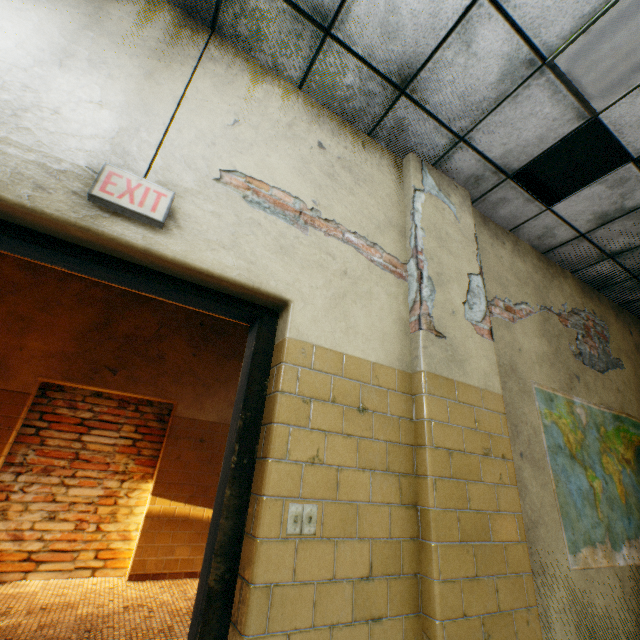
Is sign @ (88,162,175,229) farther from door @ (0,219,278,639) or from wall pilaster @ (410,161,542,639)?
wall pilaster @ (410,161,542,639)

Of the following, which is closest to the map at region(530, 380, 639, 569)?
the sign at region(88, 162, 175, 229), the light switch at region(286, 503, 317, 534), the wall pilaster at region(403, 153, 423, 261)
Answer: the wall pilaster at region(403, 153, 423, 261)

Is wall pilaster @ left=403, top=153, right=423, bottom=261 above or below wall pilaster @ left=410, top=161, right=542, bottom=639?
above

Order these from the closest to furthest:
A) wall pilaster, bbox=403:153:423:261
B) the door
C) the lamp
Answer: the door < the lamp < wall pilaster, bbox=403:153:423:261

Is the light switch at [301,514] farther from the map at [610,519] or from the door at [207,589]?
the map at [610,519]

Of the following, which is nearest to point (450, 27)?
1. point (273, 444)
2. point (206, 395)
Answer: point (273, 444)

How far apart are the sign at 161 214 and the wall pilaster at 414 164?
1.62m

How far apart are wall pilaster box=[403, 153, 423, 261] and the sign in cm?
162
